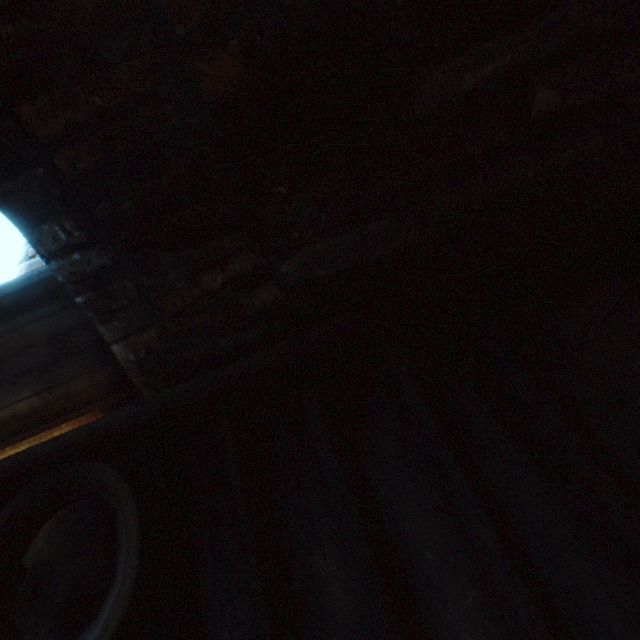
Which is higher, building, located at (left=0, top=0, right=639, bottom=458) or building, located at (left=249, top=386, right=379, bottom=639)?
building, located at (left=0, top=0, right=639, bottom=458)

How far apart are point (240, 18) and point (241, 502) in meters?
0.7 m

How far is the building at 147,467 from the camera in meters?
0.7 m

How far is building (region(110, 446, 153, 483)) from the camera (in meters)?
0.71

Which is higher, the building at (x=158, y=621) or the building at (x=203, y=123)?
the building at (x=203, y=123)
